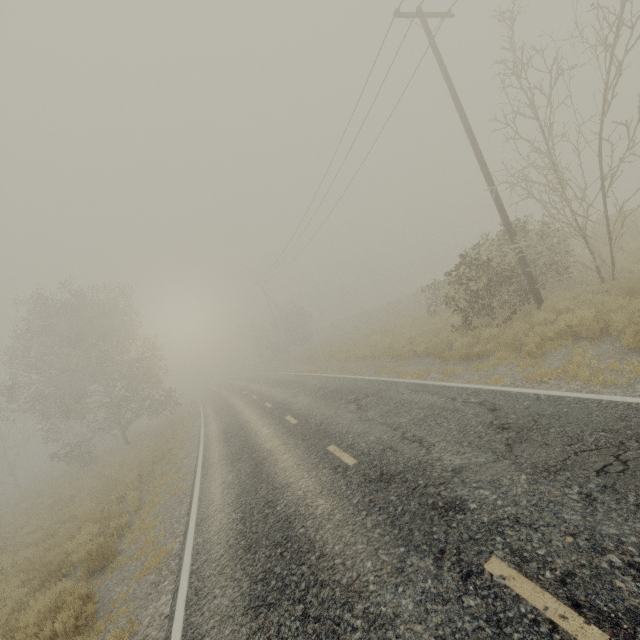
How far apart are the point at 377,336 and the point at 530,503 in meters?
19.5
